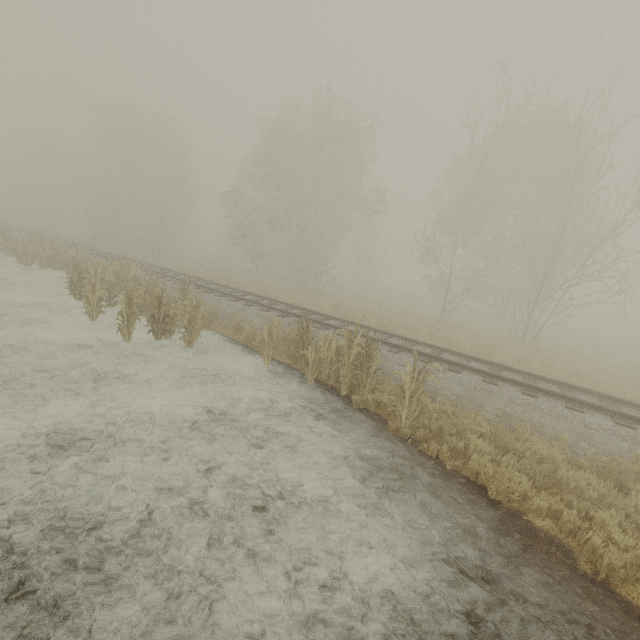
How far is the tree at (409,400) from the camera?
6.72m

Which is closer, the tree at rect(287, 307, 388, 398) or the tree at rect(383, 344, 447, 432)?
the tree at rect(383, 344, 447, 432)

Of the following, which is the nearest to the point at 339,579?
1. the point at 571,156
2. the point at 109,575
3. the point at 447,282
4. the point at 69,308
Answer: the point at 109,575

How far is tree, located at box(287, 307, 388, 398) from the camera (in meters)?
8.07
